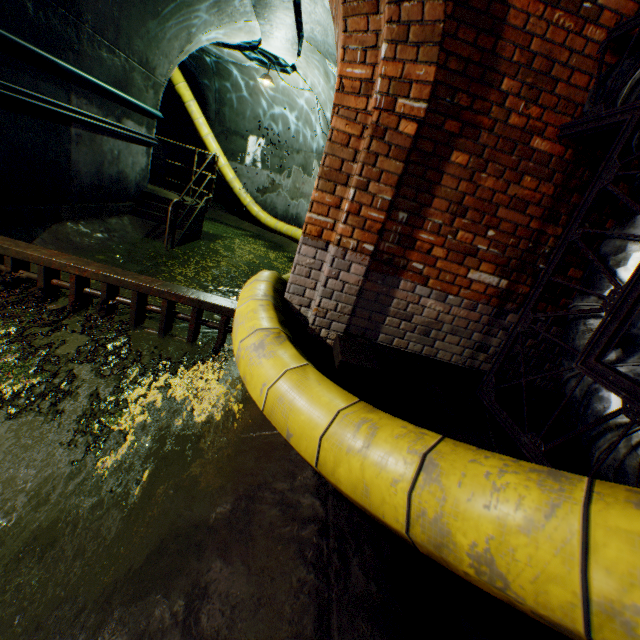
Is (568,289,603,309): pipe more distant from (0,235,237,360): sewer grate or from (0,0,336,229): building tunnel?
(0,235,237,360): sewer grate

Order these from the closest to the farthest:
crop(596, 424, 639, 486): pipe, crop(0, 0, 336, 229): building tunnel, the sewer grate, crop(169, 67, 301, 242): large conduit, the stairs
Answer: crop(596, 424, 639, 486): pipe, the sewer grate, crop(0, 0, 336, 229): building tunnel, the stairs, crop(169, 67, 301, 242): large conduit

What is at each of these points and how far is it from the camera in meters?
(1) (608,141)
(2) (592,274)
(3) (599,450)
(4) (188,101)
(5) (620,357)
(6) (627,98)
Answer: (1) pipe, 2.4 m
(2) pipe, 2.0 m
(3) pipe, 1.6 m
(4) large conduit, 9.8 m
(5) pipe, 1.7 m
(6) pipe, 2.1 m

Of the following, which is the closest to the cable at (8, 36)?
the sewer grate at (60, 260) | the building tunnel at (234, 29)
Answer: the building tunnel at (234, 29)

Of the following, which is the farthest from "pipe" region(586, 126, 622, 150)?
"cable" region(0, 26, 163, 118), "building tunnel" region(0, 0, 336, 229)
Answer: "cable" region(0, 26, 163, 118)

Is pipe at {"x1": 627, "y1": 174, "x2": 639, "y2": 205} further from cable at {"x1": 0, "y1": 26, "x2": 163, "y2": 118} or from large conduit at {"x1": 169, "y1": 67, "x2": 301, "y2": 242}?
Result: cable at {"x1": 0, "y1": 26, "x2": 163, "y2": 118}

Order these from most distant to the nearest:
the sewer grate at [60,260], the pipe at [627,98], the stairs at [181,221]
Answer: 1. the stairs at [181,221]
2. the sewer grate at [60,260]
3. the pipe at [627,98]

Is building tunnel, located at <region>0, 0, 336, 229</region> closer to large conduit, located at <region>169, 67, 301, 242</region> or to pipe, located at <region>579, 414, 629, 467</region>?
large conduit, located at <region>169, 67, 301, 242</region>
